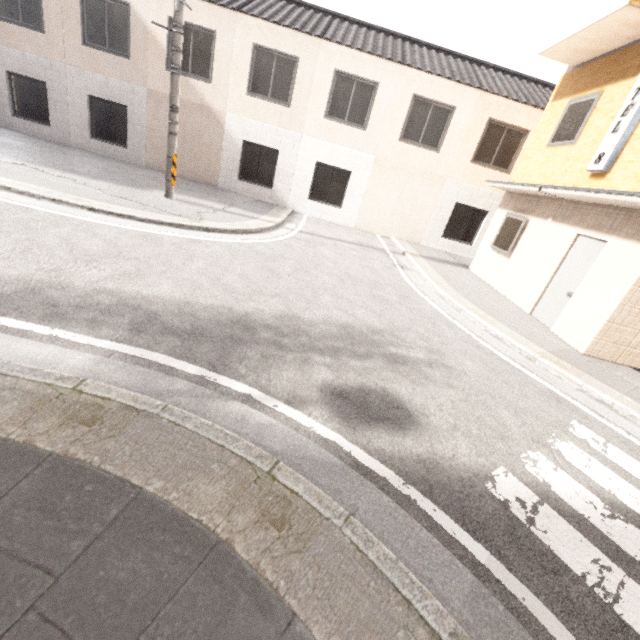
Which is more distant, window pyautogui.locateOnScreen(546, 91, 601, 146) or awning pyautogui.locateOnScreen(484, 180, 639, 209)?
window pyautogui.locateOnScreen(546, 91, 601, 146)

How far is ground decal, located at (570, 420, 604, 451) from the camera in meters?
3.8 m

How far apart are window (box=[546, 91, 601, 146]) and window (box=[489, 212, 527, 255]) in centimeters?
175cm

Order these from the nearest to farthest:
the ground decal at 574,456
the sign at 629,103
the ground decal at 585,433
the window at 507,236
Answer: the ground decal at 574,456, the ground decal at 585,433, the sign at 629,103, the window at 507,236

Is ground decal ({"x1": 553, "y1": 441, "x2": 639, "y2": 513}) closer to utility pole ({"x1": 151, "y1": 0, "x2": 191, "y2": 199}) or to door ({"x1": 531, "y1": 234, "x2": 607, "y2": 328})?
door ({"x1": 531, "y1": 234, "x2": 607, "y2": 328})

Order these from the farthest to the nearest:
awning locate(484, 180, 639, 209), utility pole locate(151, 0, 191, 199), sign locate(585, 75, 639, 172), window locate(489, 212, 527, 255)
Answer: window locate(489, 212, 527, 255)
utility pole locate(151, 0, 191, 199)
sign locate(585, 75, 639, 172)
awning locate(484, 180, 639, 209)

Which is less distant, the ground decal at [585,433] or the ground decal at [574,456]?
the ground decal at [574,456]

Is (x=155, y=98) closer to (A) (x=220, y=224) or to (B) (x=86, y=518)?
(A) (x=220, y=224)
